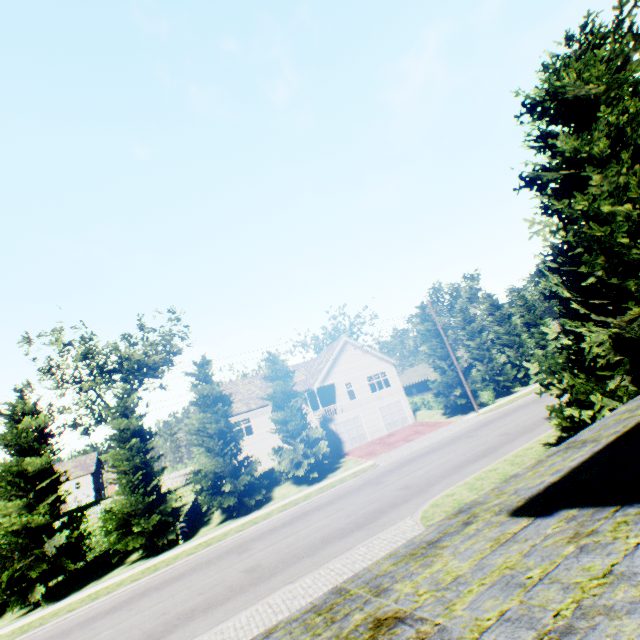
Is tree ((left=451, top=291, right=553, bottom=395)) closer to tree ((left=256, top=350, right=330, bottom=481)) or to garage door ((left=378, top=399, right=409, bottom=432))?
tree ((left=256, top=350, right=330, bottom=481))

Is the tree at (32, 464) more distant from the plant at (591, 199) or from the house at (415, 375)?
the house at (415, 375)

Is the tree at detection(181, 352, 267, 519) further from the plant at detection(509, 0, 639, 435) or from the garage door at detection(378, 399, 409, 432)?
the garage door at detection(378, 399, 409, 432)

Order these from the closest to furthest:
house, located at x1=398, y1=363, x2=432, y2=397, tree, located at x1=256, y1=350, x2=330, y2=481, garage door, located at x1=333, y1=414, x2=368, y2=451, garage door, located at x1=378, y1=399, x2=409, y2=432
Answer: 1. tree, located at x1=256, y1=350, x2=330, y2=481
2. garage door, located at x1=333, y1=414, x2=368, y2=451
3. garage door, located at x1=378, y1=399, x2=409, y2=432
4. house, located at x1=398, y1=363, x2=432, y2=397

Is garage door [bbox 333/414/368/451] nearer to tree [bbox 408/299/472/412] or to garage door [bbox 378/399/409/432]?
garage door [bbox 378/399/409/432]

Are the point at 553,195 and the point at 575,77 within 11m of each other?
yes

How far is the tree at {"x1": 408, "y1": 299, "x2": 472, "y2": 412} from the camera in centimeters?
3212cm
